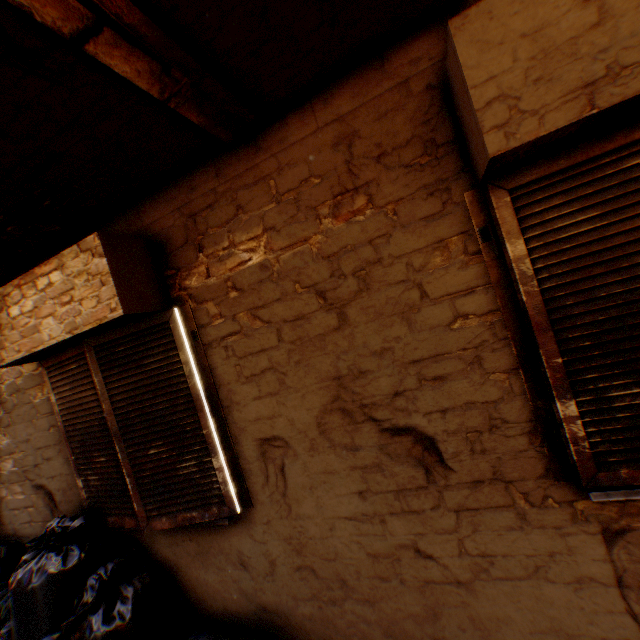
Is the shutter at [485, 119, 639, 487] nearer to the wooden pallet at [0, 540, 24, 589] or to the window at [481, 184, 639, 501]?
the window at [481, 184, 639, 501]

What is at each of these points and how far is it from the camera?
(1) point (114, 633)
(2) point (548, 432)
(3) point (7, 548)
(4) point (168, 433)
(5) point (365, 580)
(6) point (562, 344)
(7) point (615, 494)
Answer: (1) trash bag, 2.23m
(2) shutter hinge, 1.63m
(3) wooden pallet, 3.33m
(4) shutter, 2.37m
(5) building, 2.10m
(6) shutter, 1.51m
(7) window, 1.50m

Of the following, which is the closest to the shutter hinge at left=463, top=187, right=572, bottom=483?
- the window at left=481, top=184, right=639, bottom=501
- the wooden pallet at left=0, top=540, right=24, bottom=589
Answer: the window at left=481, top=184, right=639, bottom=501

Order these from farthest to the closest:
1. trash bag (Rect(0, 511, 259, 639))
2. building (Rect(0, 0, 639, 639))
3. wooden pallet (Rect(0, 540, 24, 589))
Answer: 1. wooden pallet (Rect(0, 540, 24, 589))
2. trash bag (Rect(0, 511, 259, 639))
3. building (Rect(0, 0, 639, 639))

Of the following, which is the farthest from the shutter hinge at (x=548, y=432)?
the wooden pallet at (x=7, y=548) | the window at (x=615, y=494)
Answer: the wooden pallet at (x=7, y=548)

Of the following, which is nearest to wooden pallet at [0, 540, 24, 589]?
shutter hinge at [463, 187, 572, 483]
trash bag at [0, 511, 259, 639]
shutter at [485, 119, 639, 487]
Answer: trash bag at [0, 511, 259, 639]

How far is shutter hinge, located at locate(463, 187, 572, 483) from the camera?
1.6 meters

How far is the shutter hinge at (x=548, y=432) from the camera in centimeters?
162cm
